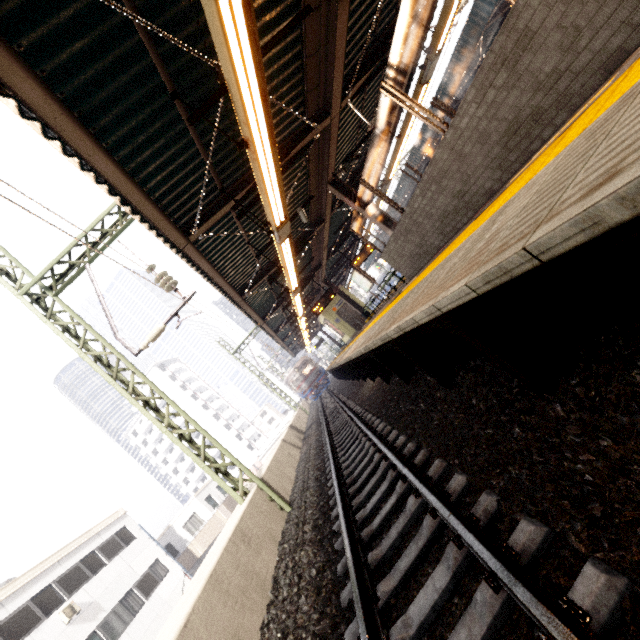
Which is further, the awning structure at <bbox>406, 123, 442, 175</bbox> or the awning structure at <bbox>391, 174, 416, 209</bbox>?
the awning structure at <bbox>391, 174, 416, 209</bbox>

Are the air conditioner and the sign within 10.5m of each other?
no

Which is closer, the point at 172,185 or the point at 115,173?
the point at 115,173

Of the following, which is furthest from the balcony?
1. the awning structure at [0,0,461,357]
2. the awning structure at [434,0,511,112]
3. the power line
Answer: the awning structure at [434,0,511,112]

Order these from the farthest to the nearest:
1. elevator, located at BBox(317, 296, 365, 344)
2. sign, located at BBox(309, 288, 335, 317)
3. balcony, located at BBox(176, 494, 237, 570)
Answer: balcony, located at BBox(176, 494, 237, 570) → elevator, located at BBox(317, 296, 365, 344) → sign, located at BBox(309, 288, 335, 317)

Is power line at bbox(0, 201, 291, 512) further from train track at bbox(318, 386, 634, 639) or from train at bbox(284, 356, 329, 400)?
train at bbox(284, 356, 329, 400)

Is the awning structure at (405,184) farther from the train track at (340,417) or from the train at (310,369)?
the train track at (340,417)

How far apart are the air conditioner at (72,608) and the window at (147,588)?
3.2 meters
